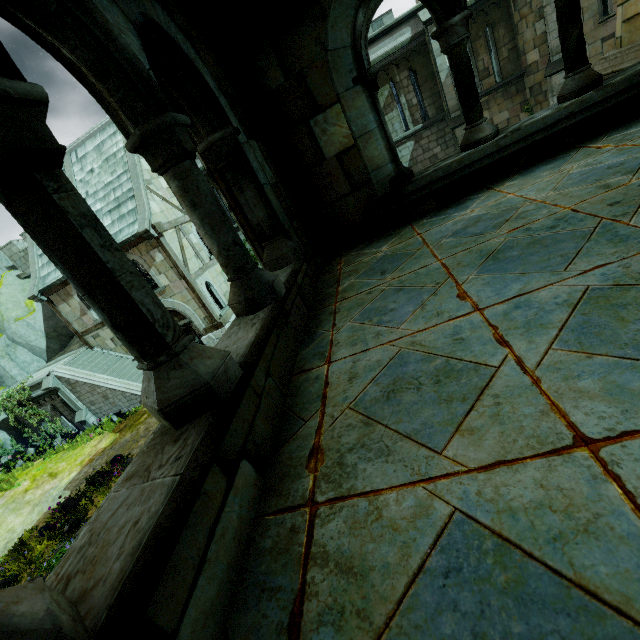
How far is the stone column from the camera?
16.8 meters

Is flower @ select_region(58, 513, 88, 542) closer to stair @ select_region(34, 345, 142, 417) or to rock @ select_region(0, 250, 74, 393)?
stair @ select_region(34, 345, 142, 417)

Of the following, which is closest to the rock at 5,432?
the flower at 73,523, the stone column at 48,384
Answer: the stone column at 48,384

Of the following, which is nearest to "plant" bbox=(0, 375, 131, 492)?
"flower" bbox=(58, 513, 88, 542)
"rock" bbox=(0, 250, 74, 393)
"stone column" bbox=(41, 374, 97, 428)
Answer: "rock" bbox=(0, 250, 74, 393)

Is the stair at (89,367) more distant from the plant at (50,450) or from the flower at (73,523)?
the flower at (73,523)

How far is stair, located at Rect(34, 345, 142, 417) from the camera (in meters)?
17.11

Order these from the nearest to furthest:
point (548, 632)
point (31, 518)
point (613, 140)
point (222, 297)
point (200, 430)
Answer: point (548, 632), point (200, 430), point (613, 140), point (31, 518), point (222, 297)

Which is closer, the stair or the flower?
the flower
